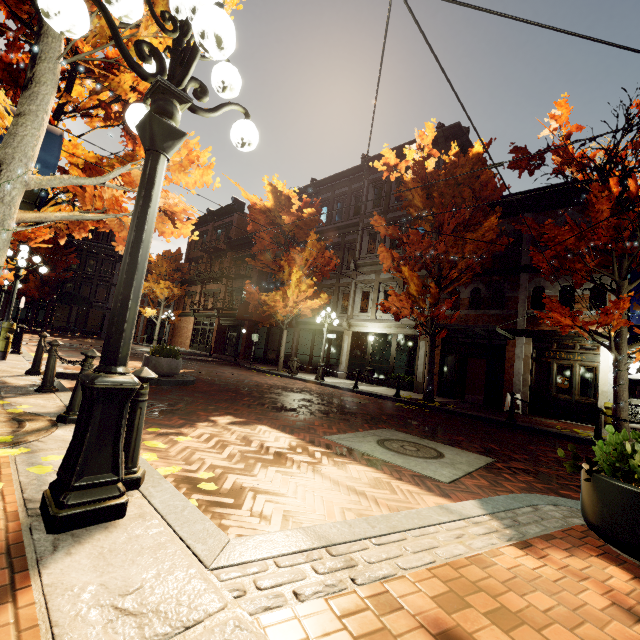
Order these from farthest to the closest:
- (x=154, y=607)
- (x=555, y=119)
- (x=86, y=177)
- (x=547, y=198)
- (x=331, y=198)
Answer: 1. (x=331, y=198)
2. (x=547, y=198)
3. (x=555, y=119)
4. (x=86, y=177)
5. (x=154, y=607)

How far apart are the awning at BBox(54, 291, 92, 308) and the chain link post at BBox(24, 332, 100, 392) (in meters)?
33.67

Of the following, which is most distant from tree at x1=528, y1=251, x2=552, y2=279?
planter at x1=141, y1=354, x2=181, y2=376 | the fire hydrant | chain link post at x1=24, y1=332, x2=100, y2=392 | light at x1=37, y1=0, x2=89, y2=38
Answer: planter at x1=141, y1=354, x2=181, y2=376

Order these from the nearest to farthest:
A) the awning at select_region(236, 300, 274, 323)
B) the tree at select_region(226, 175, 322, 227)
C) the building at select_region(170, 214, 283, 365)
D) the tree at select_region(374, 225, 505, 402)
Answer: the tree at select_region(374, 225, 505, 402) → the tree at select_region(226, 175, 322, 227) → the awning at select_region(236, 300, 274, 323) → the building at select_region(170, 214, 283, 365)

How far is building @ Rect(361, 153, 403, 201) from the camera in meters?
19.6 m

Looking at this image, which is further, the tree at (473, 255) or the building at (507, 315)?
the building at (507, 315)

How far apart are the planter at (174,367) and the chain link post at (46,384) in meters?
3.6

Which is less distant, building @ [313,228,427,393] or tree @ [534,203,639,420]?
tree @ [534,203,639,420]
